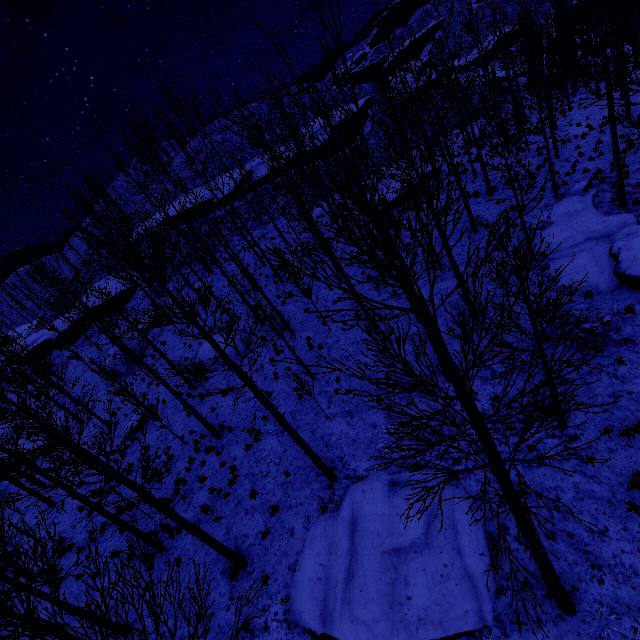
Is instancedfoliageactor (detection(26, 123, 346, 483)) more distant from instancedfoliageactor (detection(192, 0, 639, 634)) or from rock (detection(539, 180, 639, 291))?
rock (detection(539, 180, 639, 291))

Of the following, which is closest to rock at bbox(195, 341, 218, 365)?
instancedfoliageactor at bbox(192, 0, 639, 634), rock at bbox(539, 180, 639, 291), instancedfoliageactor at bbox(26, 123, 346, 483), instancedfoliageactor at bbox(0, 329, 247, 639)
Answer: instancedfoliageactor at bbox(26, 123, 346, 483)

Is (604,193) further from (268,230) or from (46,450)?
(268,230)

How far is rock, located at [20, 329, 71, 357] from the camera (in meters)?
34.22

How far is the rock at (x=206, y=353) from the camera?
19.6m

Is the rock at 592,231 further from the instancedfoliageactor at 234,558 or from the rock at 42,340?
the rock at 42,340

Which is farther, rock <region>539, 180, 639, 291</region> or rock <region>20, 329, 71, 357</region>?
rock <region>20, 329, 71, 357</region>

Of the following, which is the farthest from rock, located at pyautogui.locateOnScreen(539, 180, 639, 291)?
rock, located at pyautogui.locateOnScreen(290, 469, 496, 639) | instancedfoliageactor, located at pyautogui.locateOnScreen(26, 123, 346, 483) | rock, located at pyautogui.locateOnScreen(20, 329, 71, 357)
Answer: rock, located at pyautogui.locateOnScreen(20, 329, 71, 357)
